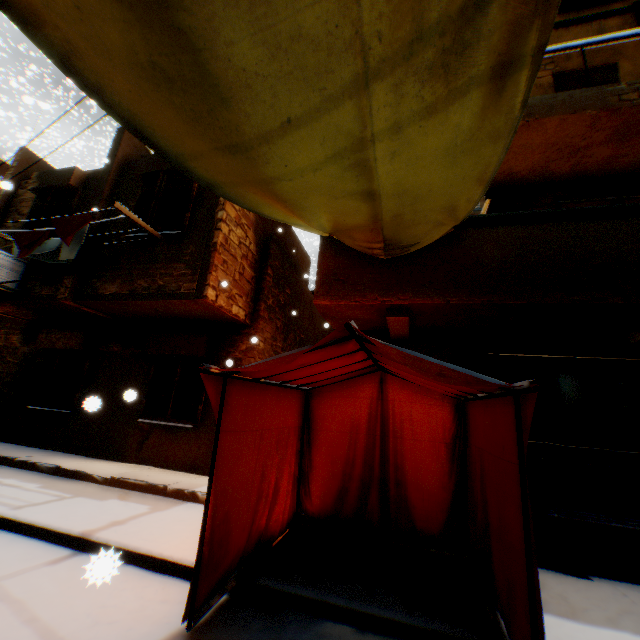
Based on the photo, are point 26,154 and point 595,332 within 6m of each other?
no

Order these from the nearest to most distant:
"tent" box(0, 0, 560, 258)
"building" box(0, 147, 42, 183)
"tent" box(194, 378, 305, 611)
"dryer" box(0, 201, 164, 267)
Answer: "tent" box(0, 0, 560, 258) < "tent" box(194, 378, 305, 611) < "dryer" box(0, 201, 164, 267) < "building" box(0, 147, 42, 183)

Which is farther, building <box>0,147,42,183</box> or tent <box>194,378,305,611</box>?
building <box>0,147,42,183</box>

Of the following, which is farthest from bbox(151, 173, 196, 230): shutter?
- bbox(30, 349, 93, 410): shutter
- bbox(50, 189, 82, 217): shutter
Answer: bbox(30, 349, 93, 410): shutter

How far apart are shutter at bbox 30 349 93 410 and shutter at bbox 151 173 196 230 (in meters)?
3.61

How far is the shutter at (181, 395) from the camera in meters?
7.5

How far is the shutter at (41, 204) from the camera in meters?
8.5 m

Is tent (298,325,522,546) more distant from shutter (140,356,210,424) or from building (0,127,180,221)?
shutter (140,356,210,424)
